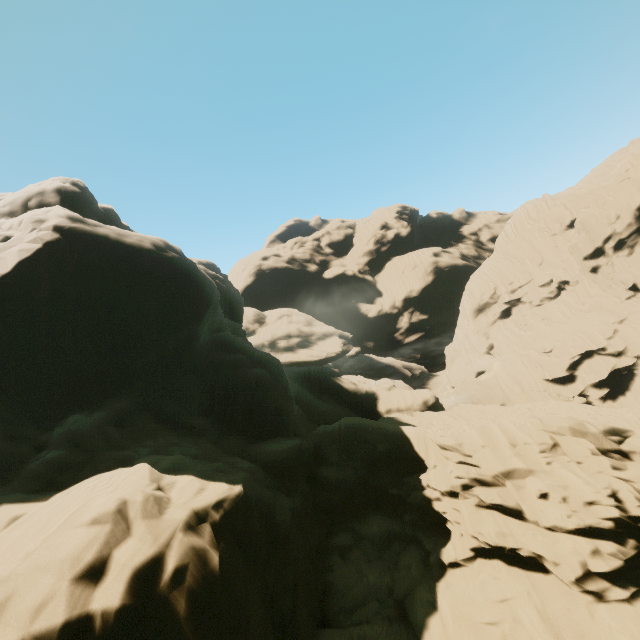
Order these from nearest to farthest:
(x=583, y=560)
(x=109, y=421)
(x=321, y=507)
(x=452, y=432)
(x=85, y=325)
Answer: (x=583, y=560) → (x=109, y=421) → (x=452, y=432) → (x=321, y=507) → (x=85, y=325)
